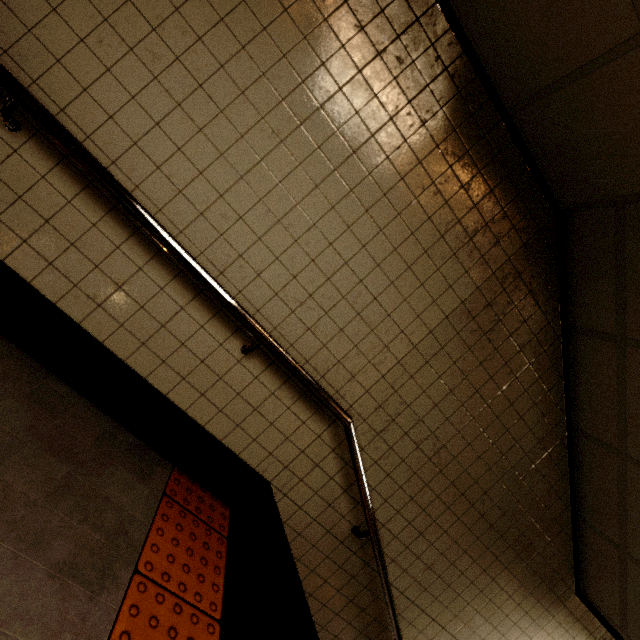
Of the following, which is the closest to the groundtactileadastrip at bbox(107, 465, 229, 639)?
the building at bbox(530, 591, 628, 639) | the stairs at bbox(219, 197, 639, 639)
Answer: the stairs at bbox(219, 197, 639, 639)

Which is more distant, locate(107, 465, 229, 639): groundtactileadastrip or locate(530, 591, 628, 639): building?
locate(530, 591, 628, 639): building

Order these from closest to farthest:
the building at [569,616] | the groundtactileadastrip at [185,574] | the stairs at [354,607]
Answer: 1. the groundtactileadastrip at [185,574]
2. the stairs at [354,607]
3. the building at [569,616]

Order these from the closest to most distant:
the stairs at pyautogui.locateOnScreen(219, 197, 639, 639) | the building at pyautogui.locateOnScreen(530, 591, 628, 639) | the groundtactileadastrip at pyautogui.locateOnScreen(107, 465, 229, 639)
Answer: the groundtactileadastrip at pyautogui.locateOnScreen(107, 465, 229, 639) < the stairs at pyautogui.locateOnScreen(219, 197, 639, 639) < the building at pyautogui.locateOnScreen(530, 591, 628, 639)

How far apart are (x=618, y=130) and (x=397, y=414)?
1.93m

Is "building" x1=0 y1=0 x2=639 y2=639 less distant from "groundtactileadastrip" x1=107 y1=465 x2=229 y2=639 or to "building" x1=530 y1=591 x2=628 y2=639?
"groundtactileadastrip" x1=107 y1=465 x2=229 y2=639

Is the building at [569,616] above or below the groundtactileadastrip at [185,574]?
above

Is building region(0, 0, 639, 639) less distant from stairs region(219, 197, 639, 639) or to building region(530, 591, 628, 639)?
stairs region(219, 197, 639, 639)
